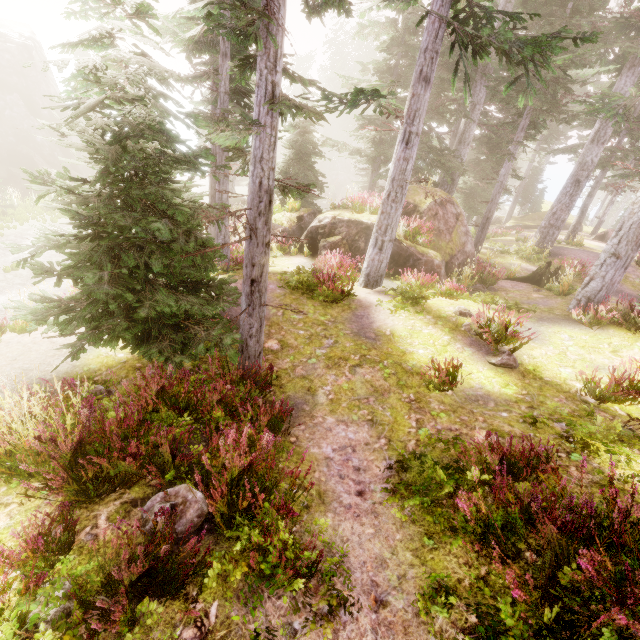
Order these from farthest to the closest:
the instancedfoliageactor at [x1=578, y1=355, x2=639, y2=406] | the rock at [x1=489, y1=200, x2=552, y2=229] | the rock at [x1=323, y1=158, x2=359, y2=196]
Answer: the rock at [x1=323, y1=158, x2=359, y2=196] < the rock at [x1=489, y1=200, x2=552, y2=229] < the instancedfoliageactor at [x1=578, y1=355, x2=639, y2=406]

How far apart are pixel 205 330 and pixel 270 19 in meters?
4.8

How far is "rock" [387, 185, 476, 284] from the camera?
13.1 meters

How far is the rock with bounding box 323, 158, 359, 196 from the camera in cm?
5250

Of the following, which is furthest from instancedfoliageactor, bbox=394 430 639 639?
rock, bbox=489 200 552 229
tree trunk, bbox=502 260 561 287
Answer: tree trunk, bbox=502 260 561 287

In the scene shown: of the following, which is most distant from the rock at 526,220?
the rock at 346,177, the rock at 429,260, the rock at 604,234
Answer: the rock at 429,260

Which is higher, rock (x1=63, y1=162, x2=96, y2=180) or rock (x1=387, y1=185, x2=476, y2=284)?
rock (x1=387, y1=185, x2=476, y2=284)

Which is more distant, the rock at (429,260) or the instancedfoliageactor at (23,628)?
the rock at (429,260)
